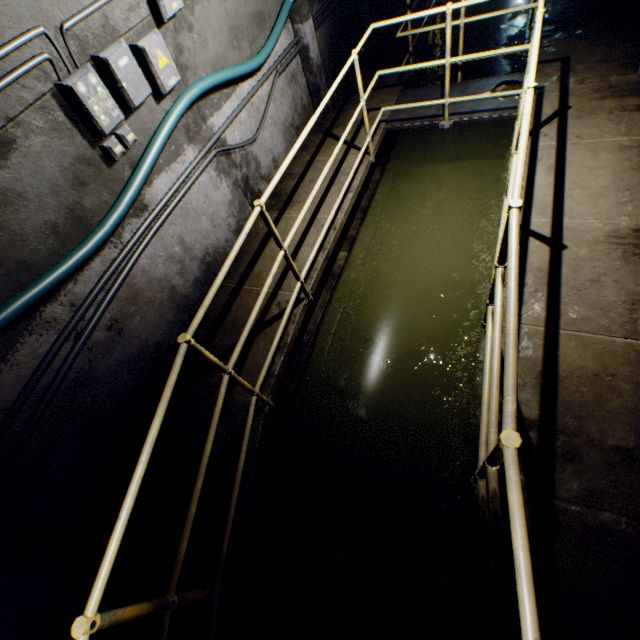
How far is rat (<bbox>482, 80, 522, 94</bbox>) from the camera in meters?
4.2 m

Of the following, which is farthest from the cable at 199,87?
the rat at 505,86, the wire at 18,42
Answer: the rat at 505,86

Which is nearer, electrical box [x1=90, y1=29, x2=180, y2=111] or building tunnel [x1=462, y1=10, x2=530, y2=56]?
electrical box [x1=90, y1=29, x2=180, y2=111]

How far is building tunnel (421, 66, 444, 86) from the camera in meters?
6.9

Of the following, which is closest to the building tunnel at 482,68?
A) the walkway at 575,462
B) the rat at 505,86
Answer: the walkway at 575,462

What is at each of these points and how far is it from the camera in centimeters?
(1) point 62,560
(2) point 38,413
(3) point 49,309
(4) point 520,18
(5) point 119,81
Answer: (1) building tunnel, 251cm
(2) wire, 227cm
(3) building tunnel, 250cm
(4) building tunnel, 750cm
(5) electrical box, 258cm

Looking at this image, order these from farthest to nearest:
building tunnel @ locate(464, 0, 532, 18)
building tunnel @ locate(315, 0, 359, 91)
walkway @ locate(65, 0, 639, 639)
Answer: building tunnel @ locate(464, 0, 532, 18) → building tunnel @ locate(315, 0, 359, 91) → walkway @ locate(65, 0, 639, 639)

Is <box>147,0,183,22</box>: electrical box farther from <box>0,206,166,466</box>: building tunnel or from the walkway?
the walkway
